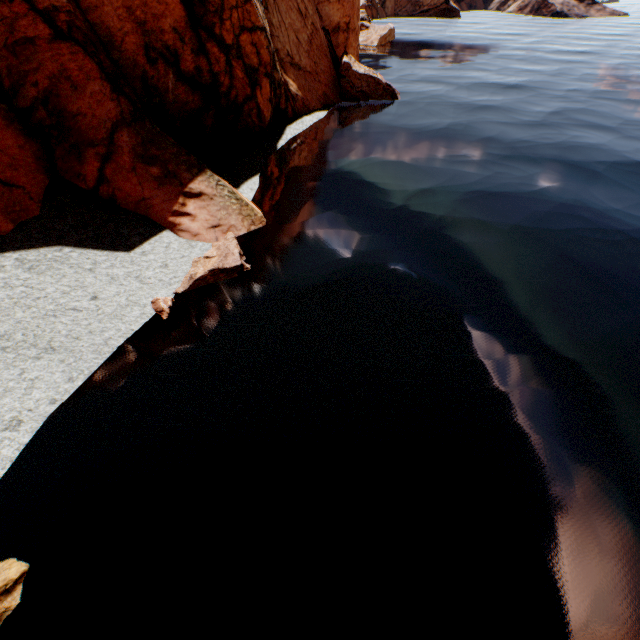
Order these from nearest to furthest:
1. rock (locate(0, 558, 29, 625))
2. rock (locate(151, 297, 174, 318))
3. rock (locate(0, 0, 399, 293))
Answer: rock (locate(0, 558, 29, 625)), rock (locate(151, 297, 174, 318)), rock (locate(0, 0, 399, 293))

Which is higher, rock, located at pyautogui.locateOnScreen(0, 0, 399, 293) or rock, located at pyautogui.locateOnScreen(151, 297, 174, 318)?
rock, located at pyautogui.locateOnScreen(0, 0, 399, 293)

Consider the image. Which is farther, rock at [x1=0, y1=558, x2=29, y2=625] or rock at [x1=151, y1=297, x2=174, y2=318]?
rock at [x1=151, y1=297, x2=174, y2=318]

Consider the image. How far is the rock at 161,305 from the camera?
10.0 meters

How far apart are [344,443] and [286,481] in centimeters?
151cm

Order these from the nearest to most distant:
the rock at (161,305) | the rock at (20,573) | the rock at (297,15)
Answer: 1. the rock at (20,573)
2. the rock at (161,305)
3. the rock at (297,15)
